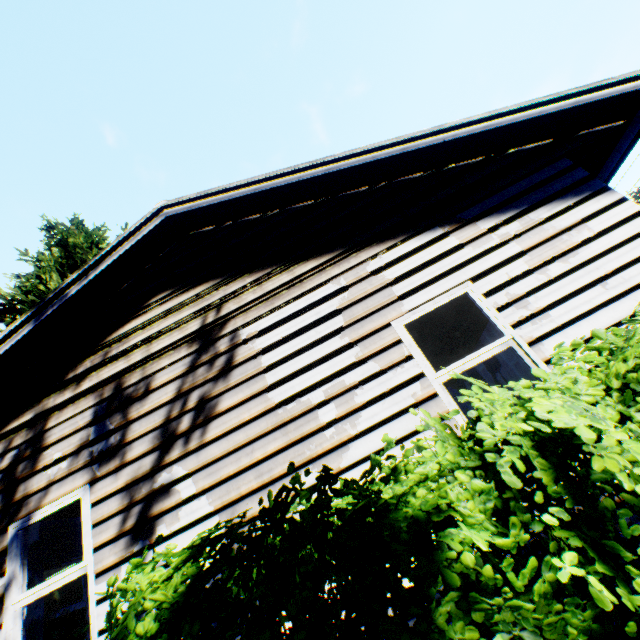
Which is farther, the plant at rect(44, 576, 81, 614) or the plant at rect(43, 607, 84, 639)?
the plant at rect(44, 576, 81, 614)

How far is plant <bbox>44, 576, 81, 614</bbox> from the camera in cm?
748

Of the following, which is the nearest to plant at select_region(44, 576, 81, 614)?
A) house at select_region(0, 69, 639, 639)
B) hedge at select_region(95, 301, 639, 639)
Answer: house at select_region(0, 69, 639, 639)

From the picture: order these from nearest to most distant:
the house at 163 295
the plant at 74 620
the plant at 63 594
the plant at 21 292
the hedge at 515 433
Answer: the hedge at 515 433 → the house at 163 295 → the plant at 74 620 → the plant at 63 594 → the plant at 21 292

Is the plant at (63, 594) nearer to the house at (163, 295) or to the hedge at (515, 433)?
the house at (163, 295)

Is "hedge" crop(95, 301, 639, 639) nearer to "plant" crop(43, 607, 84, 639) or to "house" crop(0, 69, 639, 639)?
"house" crop(0, 69, 639, 639)

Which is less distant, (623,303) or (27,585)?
(623,303)
